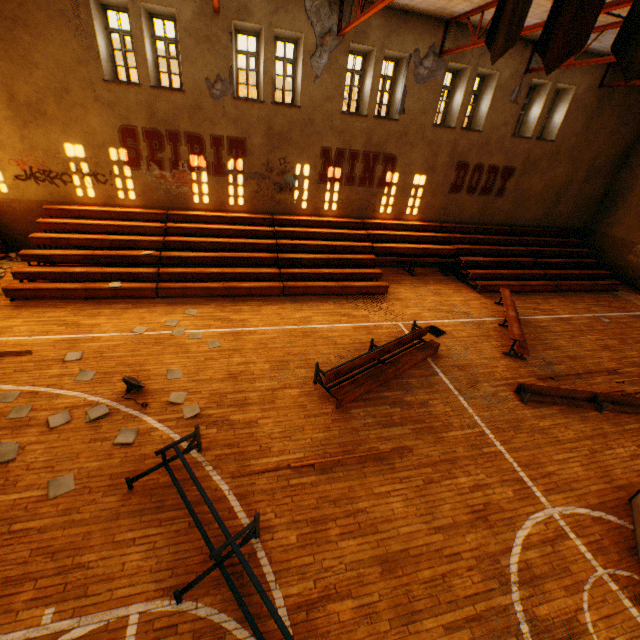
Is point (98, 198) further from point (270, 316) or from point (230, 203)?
point (270, 316)

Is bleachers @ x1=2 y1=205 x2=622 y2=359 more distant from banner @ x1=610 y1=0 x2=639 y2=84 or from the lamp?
banner @ x1=610 y1=0 x2=639 y2=84

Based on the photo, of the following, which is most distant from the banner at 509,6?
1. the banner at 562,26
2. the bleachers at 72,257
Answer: the bleachers at 72,257

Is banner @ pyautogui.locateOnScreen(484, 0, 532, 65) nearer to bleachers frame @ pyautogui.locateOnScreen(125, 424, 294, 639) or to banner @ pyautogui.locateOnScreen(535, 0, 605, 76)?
banner @ pyautogui.locateOnScreen(535, 0, 605, 76)

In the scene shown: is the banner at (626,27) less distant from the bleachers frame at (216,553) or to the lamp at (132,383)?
the bleachers frame at (216,553)

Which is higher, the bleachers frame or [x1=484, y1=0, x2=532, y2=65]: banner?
[x1=484, y1=0, x2=532, y2=65]: banner

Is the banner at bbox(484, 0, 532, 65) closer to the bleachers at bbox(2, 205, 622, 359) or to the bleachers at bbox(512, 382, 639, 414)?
the bleachers at bbox(512, 382, 639, 414)

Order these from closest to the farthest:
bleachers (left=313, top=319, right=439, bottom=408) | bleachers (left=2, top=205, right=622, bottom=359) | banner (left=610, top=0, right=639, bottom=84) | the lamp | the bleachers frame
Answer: banner (left=610, top=0, right=639, bottom=84)
the bleachers frame
the lamp
bleachers (left=313, top=319, right=439, bottom=408)
bleachers (left=2, top=205, right=622, bottom=359)
